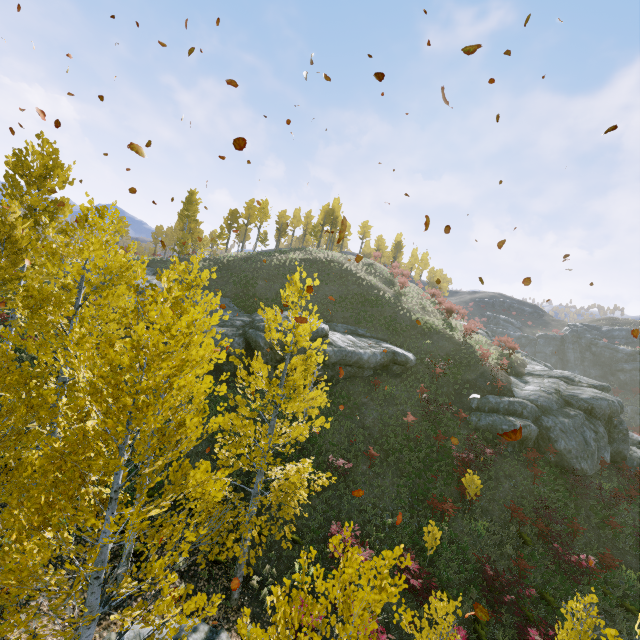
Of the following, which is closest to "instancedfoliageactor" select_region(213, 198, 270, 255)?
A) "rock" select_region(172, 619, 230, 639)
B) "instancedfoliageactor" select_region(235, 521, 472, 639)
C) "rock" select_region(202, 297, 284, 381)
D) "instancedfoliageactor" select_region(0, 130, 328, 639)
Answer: "rock" select_region(202, 297, 284, 381)

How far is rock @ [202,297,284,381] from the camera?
20.67m

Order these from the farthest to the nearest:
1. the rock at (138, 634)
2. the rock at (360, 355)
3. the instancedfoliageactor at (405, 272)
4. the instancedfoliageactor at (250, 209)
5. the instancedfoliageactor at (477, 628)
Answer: the instancedfoliageactor at (250, 209), the instancedfoliageactor at (405, 272), the rock at (360, 355), the instancedfoliageactor at (477, 628), the rock at (138, 634)

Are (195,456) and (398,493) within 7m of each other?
no

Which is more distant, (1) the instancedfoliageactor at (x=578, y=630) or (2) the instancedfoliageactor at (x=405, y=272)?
(2) the instancedfoliageactor at (x=405, y=272)

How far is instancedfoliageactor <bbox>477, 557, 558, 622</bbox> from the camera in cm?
1176

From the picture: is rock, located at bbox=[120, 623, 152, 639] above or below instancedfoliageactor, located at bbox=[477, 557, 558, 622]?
below
